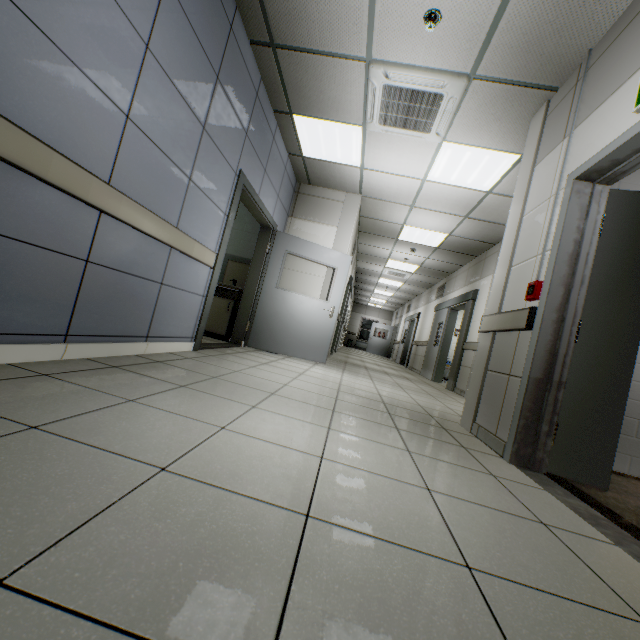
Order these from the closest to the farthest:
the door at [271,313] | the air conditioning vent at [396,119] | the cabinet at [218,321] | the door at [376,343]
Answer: the air conditioning vent at [396,119]
the door at [271,313]
the cabinet at [218,321]
the door at [376,343]

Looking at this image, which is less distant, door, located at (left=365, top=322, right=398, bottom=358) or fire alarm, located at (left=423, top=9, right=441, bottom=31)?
fire alarm, located at (left=423, top=9, right=441, bottom=31)

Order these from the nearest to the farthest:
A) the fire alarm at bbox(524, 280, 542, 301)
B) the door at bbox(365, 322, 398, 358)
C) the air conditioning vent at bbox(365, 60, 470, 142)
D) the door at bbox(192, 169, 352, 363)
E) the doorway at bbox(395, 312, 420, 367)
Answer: the fire alarm at bbox(524, 280, 542, 301)
the air conditioning vent at bbox(365, 60, 470, 142)
the door at bbox(192, 169, 352, 363)
the doorway at bbox(395, 312, 420, 367)
the door at bbox(365, 322, 398, 358)

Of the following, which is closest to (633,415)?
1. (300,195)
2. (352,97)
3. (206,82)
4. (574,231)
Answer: (574,231)

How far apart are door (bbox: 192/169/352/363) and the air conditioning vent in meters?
1.6 m

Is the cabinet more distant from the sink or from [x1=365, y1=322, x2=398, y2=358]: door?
[x1=365, y1=322, x2=398, y2=358]: door

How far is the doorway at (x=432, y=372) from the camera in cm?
720

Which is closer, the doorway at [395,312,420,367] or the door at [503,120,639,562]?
the door at [503,120,639,562]
